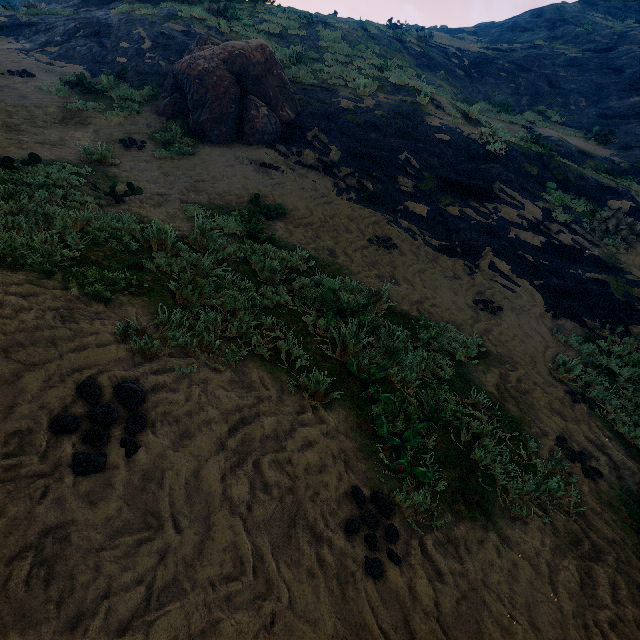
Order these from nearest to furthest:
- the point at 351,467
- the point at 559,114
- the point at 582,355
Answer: the point at 351,467 < the point at 582,355 < the point at 559,114

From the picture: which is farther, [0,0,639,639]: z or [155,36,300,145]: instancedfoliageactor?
[155,36,300,145]: instancedfoliageactor

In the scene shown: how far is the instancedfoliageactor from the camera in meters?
9.2 m

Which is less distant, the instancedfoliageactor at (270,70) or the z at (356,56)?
the z at (356,56)

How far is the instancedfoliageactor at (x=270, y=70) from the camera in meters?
9.2 m
